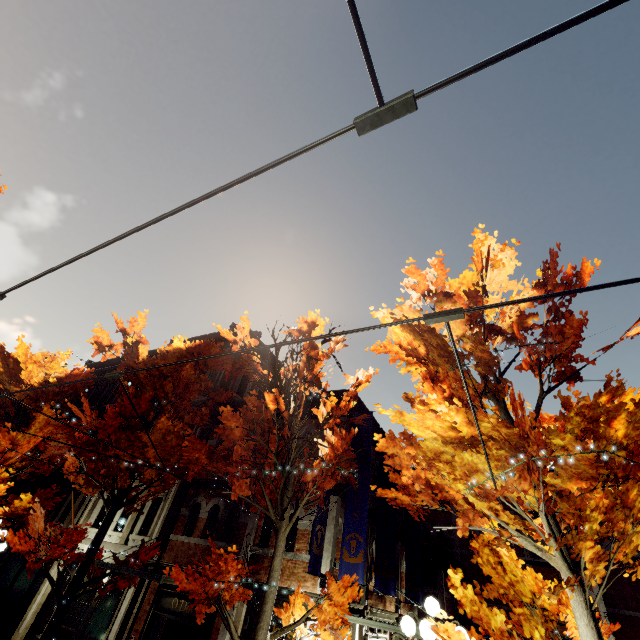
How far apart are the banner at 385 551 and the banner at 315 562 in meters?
3.4 m

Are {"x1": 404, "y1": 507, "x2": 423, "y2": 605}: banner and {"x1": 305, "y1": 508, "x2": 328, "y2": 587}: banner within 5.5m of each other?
no

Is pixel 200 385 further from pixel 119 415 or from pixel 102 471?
pixel 102 471

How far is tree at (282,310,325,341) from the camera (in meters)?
9.25

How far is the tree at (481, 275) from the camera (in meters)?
5.52

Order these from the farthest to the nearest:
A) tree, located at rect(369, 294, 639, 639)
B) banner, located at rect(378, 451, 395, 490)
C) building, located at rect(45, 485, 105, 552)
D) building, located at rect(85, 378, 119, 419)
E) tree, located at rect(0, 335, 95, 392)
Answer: building, located at rect(85, 378, 119, 419) → building, located at rect(45, 485, 105, 552) → tree, located at rect(0, 335, 95, 392) → banner, located at rect(378, 451, 395, 490) → tree, located at rect(369, 294, 639, 639)

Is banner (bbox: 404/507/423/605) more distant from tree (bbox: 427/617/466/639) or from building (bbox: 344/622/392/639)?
tree (bbox: 427/617/466/639)

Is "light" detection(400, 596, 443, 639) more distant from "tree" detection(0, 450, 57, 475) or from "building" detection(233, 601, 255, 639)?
"building" detection(233, 601, 255, 639)
